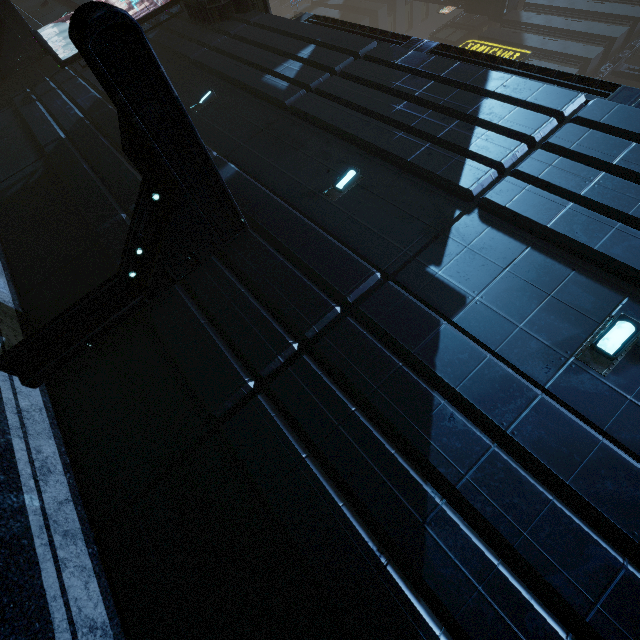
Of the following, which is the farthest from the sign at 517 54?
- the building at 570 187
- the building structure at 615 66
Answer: the building structure at 615 66

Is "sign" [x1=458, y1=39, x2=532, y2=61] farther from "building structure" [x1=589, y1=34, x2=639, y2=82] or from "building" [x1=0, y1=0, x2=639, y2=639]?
"building structure" [x1=589, y1=34, x2=639, y2=82]

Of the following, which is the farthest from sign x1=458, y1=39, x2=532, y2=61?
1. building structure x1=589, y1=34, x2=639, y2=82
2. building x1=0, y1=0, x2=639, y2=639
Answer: building structure x1=589, y1=34, x2=639, y2=82

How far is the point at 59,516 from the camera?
4.4 meters

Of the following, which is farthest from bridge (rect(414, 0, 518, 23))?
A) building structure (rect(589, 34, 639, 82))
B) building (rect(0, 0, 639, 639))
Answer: building structure (rect(589, 34, 639, 82))

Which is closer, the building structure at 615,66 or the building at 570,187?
the building at 570,187

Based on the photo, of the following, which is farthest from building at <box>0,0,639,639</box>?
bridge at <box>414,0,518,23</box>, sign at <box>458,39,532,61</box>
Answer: bridge at <box>414,0,518,23</box>
